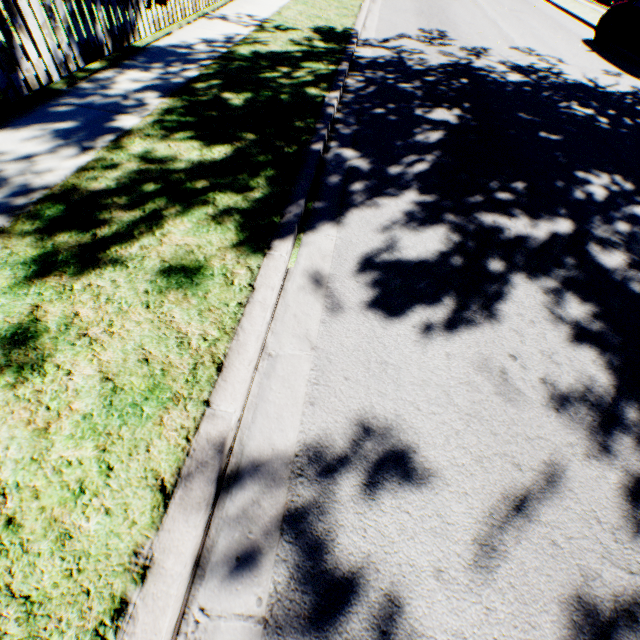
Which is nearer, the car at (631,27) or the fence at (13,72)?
the fence at (13,72)

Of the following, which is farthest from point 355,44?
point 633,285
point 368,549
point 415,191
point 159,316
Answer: point 368,549

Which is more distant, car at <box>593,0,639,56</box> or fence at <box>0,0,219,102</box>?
car at <box>593,0,639,56</box>
